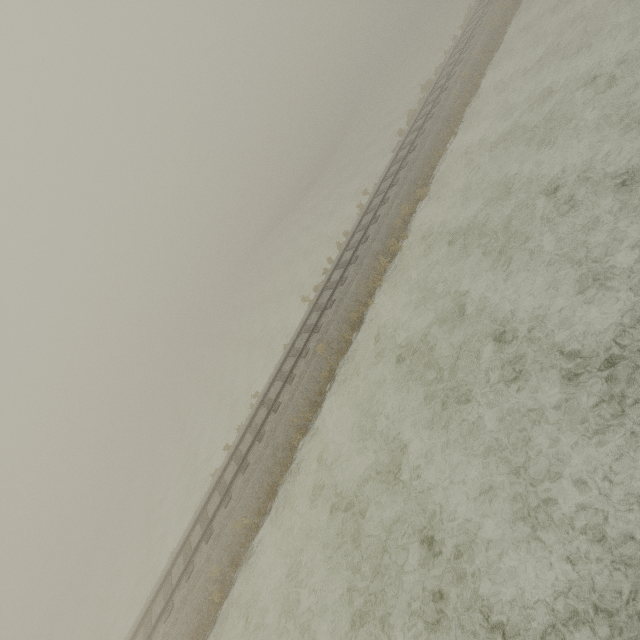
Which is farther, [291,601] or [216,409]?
[216,409]
